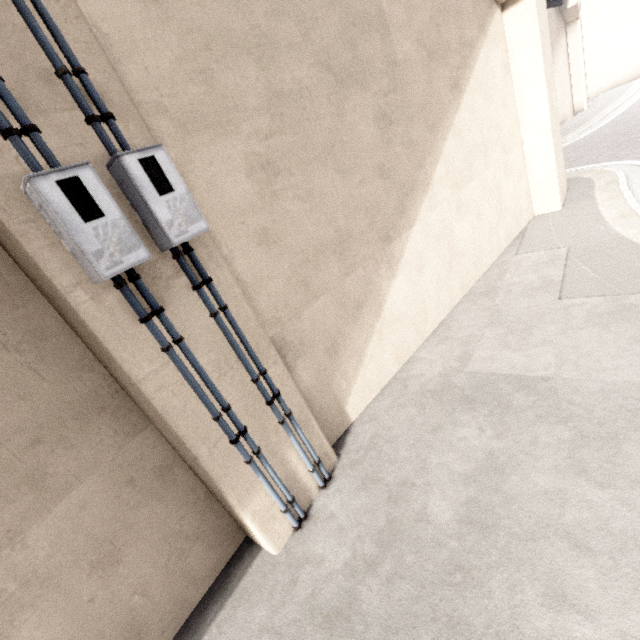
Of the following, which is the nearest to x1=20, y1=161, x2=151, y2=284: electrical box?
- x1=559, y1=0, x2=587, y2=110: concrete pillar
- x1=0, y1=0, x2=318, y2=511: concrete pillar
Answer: x1=0, y1=0, x2=318, y2=511: concrete pillar

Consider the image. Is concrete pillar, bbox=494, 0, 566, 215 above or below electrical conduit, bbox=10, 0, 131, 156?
below

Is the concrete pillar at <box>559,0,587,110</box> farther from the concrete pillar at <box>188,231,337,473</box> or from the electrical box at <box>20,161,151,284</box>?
the electrical box at <box>20,161,151,284</box>

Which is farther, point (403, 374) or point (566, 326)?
point (403, 374)

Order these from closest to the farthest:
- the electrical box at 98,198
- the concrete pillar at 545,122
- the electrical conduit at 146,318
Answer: the electrical box at 98,198, the electrical conduit at 146,318, the concrete pillar at 545,122

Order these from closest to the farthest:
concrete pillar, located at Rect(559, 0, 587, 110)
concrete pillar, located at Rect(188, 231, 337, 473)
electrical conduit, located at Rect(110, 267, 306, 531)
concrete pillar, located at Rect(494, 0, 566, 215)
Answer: electrical conduit, located at Rect(110, 267, 306, 531)
concrete pillar, located at Rect(188, 231, 337, 473)
concrete pillar, located at Rect(494, 0, 566, 215)
concrete pillar, located at Rect(559, 0, 587, 110)

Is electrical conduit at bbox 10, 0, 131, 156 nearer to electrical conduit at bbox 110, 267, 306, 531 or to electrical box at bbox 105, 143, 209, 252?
electrical box at bbox 105, 143, 209, 252

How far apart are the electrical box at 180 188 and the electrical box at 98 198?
0.21m
